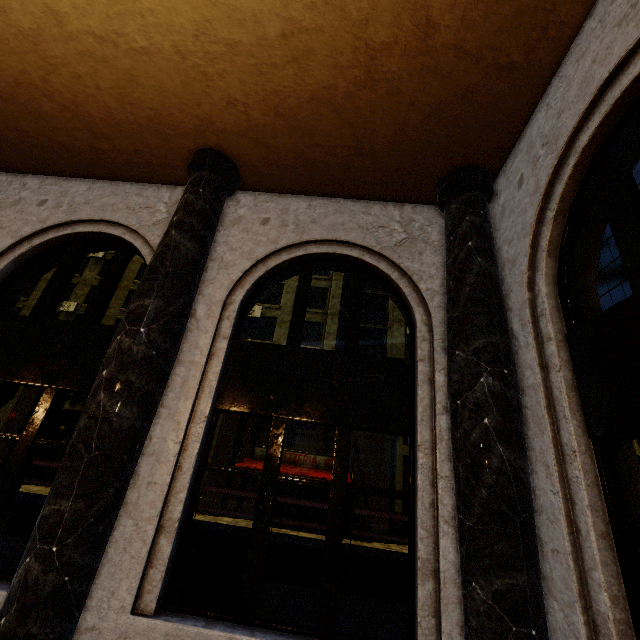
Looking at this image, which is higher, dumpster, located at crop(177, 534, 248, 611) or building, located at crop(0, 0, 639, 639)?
building, located at crop(0, 0, 639, 639)

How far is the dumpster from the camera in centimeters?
515cm

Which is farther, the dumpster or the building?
the dumpster

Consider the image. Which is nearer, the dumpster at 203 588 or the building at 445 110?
the building at 445 110

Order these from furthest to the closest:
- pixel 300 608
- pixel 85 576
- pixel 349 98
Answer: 1. pixel 300 608
2. pixel 349 98
3. pixel 85 576

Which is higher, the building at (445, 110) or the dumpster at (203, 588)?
the building at (445, 110)
